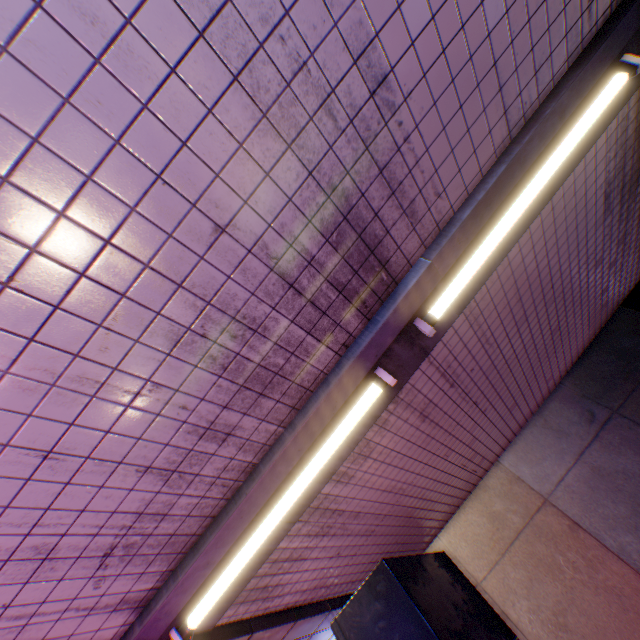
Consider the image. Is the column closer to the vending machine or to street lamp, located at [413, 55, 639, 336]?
the vending machine

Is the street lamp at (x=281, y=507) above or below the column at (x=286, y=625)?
above

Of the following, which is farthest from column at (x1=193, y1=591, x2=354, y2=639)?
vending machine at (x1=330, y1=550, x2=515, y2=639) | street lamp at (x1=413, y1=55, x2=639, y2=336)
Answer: street lamp at (x1=413, y1=55, x2=639, y2=336)

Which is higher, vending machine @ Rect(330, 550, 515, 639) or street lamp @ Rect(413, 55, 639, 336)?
street lamp @ Rect(413, 55, 639, 336)

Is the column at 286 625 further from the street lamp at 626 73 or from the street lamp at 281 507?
the street lamp at 626 73

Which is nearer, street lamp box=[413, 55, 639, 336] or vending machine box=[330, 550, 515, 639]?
street lamp box=[413, 55, 639, 336]

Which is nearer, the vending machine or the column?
the column

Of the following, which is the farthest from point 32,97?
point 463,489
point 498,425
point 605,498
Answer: point 605,498
